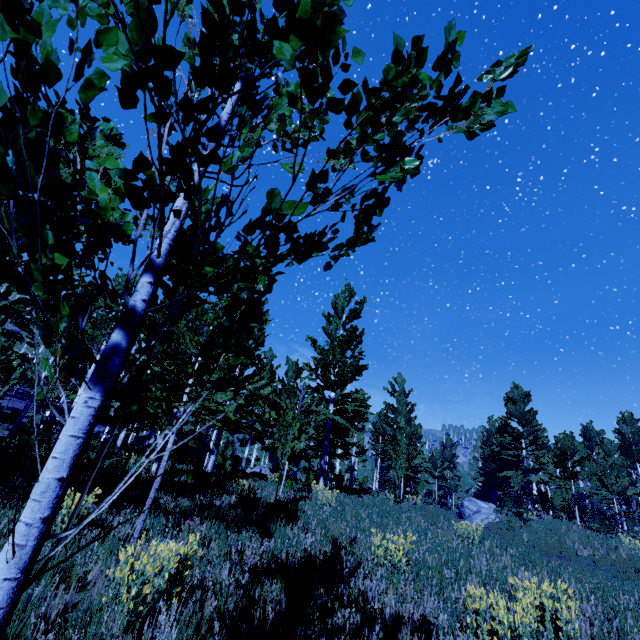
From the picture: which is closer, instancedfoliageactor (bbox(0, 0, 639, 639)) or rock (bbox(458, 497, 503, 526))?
instancedfoliageactor (bbox(0, 0, 639, 639))

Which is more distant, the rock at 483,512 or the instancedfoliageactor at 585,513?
the rock at 483,512

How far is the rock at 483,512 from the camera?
20.6m

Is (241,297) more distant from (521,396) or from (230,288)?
(521,396)

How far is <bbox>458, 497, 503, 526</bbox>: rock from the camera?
20.6 meters
